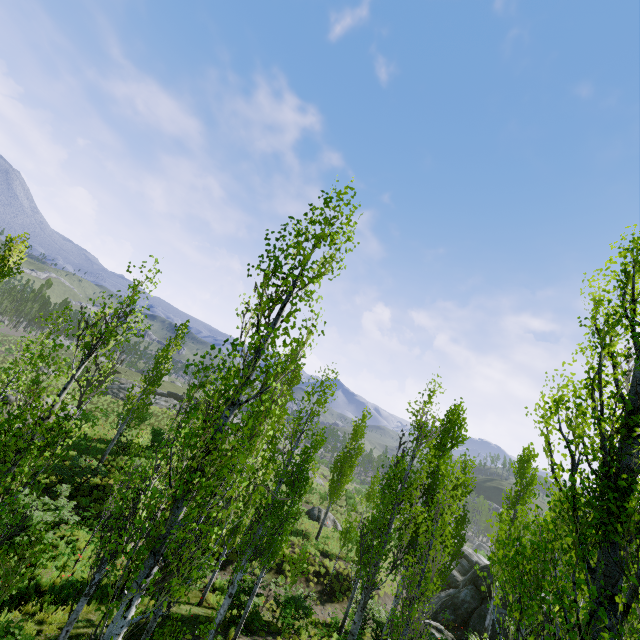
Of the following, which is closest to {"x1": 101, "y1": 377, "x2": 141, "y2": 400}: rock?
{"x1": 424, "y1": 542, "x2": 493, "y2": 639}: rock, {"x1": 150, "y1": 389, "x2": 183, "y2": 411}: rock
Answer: {"x1": 424, "y1": 542, "x2": 493, "y2": 639}: rock

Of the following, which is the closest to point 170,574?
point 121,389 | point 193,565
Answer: point 193,565

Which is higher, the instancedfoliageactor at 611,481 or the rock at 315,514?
the instancedfoliageactor at 611,481

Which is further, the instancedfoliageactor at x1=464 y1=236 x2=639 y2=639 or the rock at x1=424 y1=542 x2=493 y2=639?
the rock at x1=424 y1=542 x2=493 y2=639

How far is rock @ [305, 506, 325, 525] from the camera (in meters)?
27.34

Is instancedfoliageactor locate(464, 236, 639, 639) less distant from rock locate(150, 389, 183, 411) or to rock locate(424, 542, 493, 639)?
rock locate(150, 389, 183, 411)

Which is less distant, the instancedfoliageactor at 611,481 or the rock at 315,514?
the instancedfoliageactor at 611,481

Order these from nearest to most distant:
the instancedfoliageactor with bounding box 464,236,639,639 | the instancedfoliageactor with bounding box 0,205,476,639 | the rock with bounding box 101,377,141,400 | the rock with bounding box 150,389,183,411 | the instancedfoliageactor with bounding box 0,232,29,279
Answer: the instancedfoliageactor with bounding box 464,236,639,639
the instancedfoliageactor with bounding box 0,205,476,639
the instancedfoliageactor with bounding box 0,232,29,279
the rock with bounding box 101,377,141,400
the rock with bounding box 150,389,183,411
